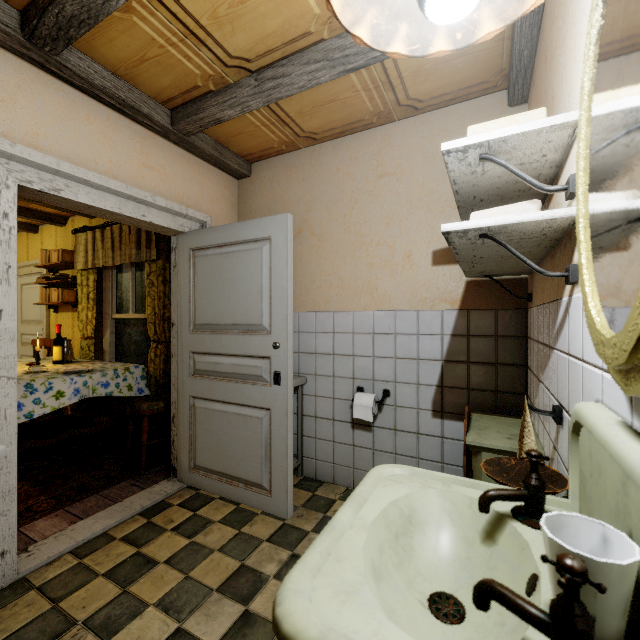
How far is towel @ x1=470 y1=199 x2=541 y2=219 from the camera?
1.1m

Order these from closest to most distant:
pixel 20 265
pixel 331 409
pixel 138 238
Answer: pixel 331 409 → pixel 138 238 → pixel 20 265

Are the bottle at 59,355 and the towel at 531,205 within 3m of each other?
no

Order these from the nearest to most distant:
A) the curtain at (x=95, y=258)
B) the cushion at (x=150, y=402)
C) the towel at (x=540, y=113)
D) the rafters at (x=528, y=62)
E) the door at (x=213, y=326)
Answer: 1. the towel at (x=540, y=113)
2. the rafters at (x=528, y=62)
3. the door at (x=213, y=326)
4. the cushion at (x=150, y=402)
5. the curtain at (x=95, y=258)

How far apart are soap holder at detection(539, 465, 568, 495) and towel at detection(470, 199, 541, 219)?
0.8 meters

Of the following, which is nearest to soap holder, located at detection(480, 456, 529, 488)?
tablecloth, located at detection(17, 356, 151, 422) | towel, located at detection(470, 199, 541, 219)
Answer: towel, located at detection(470, 199, 541, 219)

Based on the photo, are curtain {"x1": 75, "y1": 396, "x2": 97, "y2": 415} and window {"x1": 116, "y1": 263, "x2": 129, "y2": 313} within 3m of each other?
yes

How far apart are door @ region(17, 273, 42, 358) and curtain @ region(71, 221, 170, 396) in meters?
1.3 m
